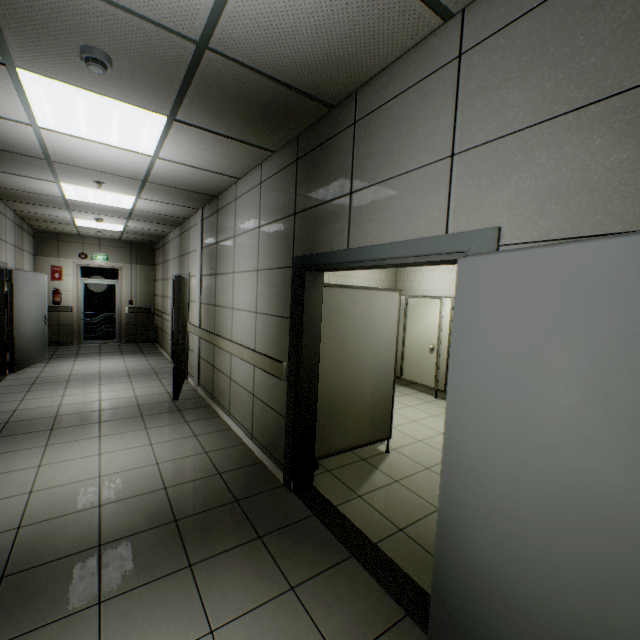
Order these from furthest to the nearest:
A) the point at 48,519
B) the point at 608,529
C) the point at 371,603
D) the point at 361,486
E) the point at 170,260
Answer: the point at 170,260 < the point at 361,486 < the point at 48,519 < the point at 371,603 < the point at 608,529

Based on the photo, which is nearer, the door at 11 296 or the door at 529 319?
the door at 529 319

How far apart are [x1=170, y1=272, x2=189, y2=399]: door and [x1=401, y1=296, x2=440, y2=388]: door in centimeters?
424cm

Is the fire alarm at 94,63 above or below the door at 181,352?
above

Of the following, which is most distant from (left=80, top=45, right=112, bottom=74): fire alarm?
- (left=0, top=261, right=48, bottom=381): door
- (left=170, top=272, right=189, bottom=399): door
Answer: (left=0, top=261, right=48, bottom=381): door

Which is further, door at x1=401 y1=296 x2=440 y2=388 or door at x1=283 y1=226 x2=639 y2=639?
door at x1=401 y1=296 x2=440 y2=388

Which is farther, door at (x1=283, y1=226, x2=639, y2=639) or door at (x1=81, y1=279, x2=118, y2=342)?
door at (x1=81, y1=279, x2=118, y2=342)

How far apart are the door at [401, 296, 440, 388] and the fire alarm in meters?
5.6
